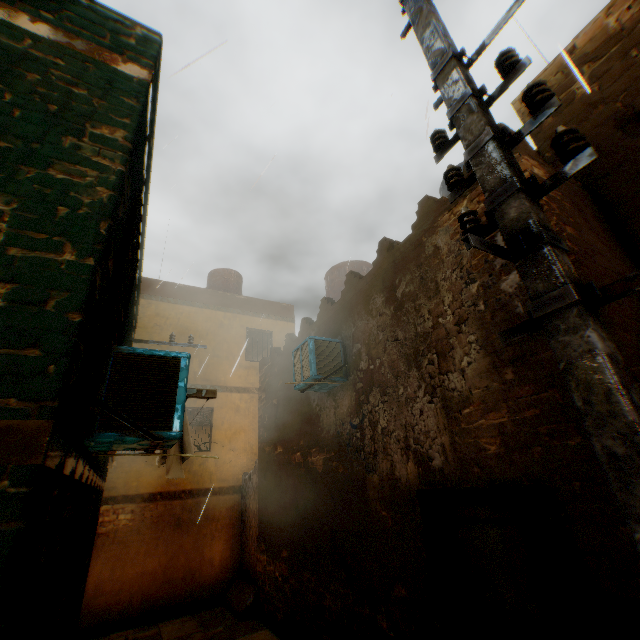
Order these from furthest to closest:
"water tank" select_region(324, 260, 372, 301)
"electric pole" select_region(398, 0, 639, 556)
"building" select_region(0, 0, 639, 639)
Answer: "water tank" select_region(324, 260, 372, 301) → "building" select_region(0, 0, 639, 639) → "electric pole" select_region(398, 0, 639, 556)

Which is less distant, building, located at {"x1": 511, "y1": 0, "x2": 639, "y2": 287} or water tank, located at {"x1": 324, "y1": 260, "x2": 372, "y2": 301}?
building, located at {"x1": 511, "y1": 0, "x2": 639, "y2": 287}

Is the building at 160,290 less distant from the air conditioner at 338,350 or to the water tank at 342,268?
the air conditioner at 338,350

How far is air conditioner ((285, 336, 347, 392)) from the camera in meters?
5.6 m

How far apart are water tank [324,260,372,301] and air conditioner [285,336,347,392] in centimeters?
250cm

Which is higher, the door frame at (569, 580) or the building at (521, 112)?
the building at (521, 112)

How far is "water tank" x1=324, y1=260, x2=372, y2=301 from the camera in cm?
905

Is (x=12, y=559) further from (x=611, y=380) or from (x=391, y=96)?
(x=391, y=96)
